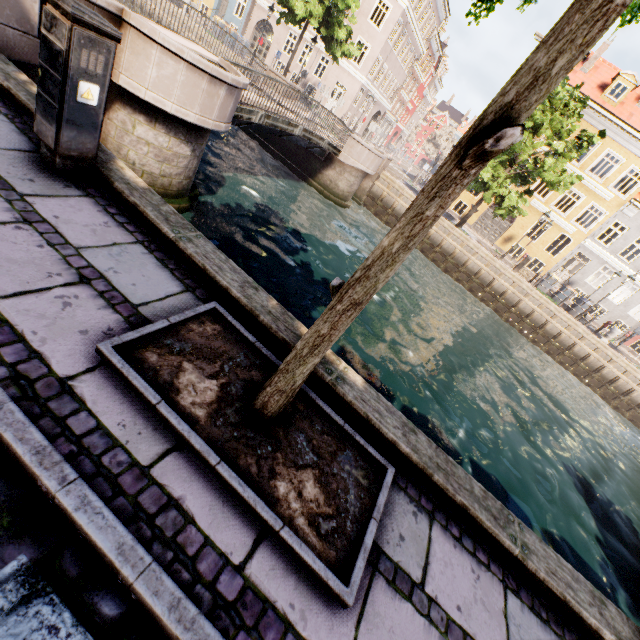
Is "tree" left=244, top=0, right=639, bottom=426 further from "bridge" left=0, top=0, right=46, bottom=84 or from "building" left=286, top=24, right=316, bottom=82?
A: "building" left=286, top=24, right=316, bottom=82

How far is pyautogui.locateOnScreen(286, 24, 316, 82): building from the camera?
28.9m

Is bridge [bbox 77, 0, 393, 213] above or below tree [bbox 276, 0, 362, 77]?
below

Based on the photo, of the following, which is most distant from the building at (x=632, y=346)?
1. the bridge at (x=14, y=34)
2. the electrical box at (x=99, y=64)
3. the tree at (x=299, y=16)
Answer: the electrical box at (x=99, y=64)

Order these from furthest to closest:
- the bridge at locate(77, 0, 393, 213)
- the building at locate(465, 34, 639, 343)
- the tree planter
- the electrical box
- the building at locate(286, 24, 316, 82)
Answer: the building at locate(286, 24, 316, 82), the building at locate(465, 34, 639, 343), the bridge at locate(77, 0, 393, 213), the electrical box, the tree planter

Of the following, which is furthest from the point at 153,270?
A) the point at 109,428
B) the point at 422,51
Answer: the point at 422,51

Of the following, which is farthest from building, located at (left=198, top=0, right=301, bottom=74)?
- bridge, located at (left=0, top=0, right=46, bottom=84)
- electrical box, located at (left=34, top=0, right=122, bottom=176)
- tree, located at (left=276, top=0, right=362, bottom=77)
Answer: electrical box, located at (left=34, top=0, right=122, bottom=176)

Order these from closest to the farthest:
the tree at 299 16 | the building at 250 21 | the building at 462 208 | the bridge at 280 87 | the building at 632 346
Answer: the bridge at 280 87, the tree at 299 16, the building at 632 346, the building at 462 208, the building at 250 21
